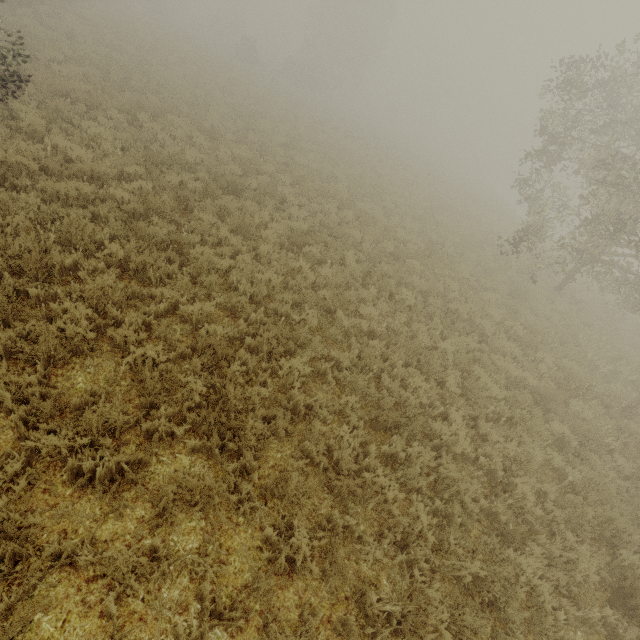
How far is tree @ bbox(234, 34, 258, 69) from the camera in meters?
38.2 m

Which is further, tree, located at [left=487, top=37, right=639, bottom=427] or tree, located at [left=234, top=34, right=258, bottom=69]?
tree, located at [left=234, top=34, right=258, bottom=69]

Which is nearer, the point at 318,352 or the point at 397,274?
the point at 318,352

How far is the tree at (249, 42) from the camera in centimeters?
3819cm

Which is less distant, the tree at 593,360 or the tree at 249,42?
the tree at 593,360
